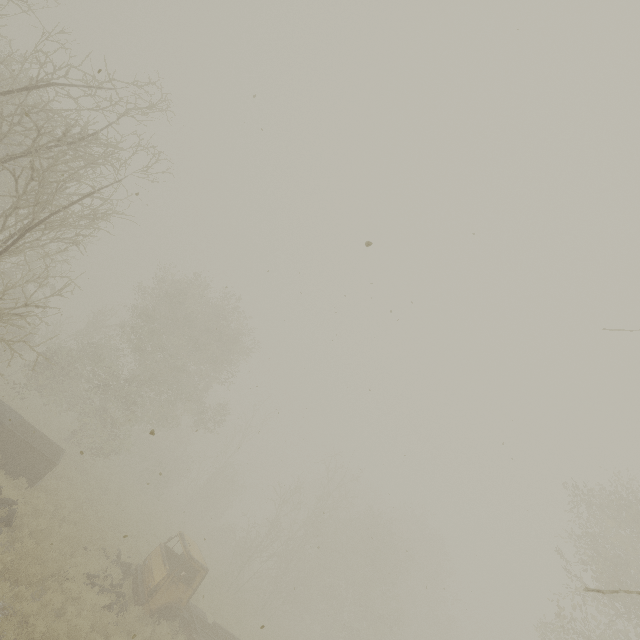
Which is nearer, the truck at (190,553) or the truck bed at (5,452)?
the truck at (190,553)

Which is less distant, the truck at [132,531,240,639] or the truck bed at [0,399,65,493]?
the truck at [132,531,240,639]

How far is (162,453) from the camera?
29.69m
